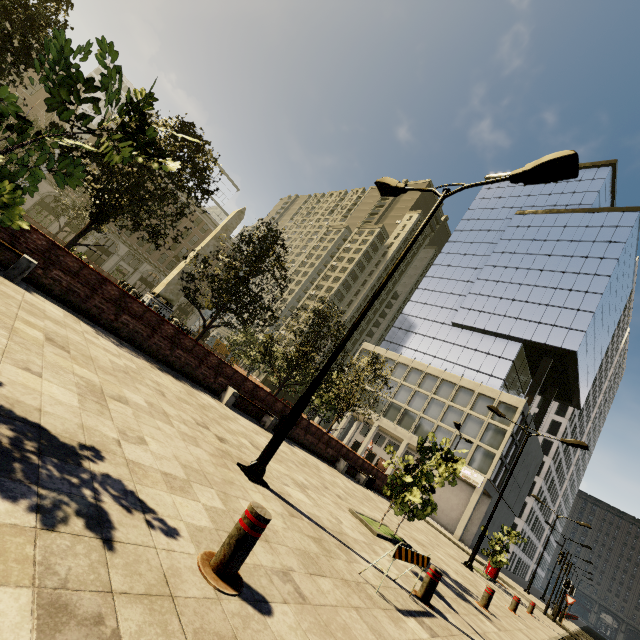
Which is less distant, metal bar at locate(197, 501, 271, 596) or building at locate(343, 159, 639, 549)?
metal bar at locate(197, 501, 271, 596)

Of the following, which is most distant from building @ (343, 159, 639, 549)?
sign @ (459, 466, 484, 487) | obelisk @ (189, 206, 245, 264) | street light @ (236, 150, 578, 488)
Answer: obelisk @ (189, 206, 245, 264)

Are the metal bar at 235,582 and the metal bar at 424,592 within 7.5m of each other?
yes

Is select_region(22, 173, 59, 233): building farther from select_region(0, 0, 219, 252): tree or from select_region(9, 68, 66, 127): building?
select_region(9, 68, 66, 127): building

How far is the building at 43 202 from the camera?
43.8m

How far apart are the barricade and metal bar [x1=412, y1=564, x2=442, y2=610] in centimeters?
44cm

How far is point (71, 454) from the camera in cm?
277

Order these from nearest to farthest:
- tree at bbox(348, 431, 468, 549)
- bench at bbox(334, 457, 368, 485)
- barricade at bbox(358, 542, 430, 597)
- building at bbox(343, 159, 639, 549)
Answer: barricade at bbox(358, 542, 430, 597), tree at bbox(348, 431, 468, 549), bench at bbox(334, 457, 368, 485), building at bbox(343, 159, 639, 549)
